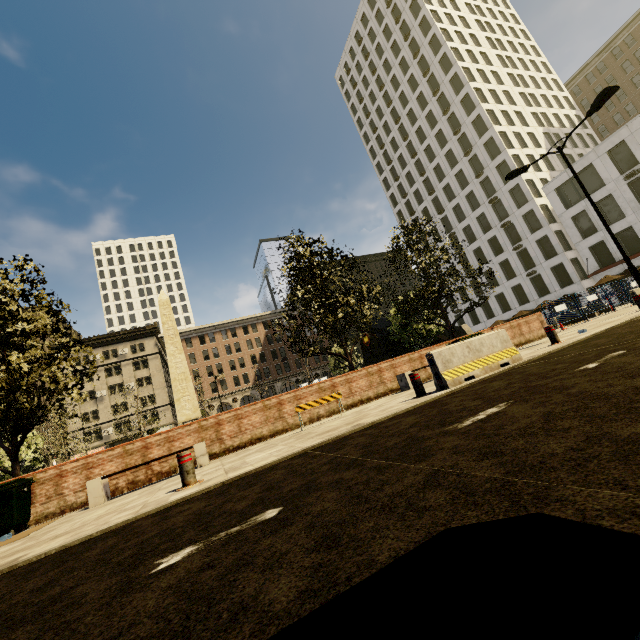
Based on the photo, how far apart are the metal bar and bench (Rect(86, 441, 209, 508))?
3.1m

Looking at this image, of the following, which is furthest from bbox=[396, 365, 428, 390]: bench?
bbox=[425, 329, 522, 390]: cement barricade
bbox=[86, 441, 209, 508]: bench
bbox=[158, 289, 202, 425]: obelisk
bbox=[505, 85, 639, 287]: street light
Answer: bbox=[158, 289, 202, 425]: obelisk

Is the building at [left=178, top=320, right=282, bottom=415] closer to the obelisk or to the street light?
the street light

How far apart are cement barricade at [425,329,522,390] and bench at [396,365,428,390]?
3.6 meters

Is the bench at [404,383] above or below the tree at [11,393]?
below

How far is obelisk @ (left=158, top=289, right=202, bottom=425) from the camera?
21.8 meters

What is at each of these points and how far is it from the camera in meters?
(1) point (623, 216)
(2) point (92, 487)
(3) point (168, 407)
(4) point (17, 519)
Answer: (1) building, 33.5 m
(2) bench, 7.5 m
(3) building, 53.0 m
(4) dumpster, 7.1 m

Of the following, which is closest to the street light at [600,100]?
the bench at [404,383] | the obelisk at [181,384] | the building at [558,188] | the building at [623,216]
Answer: the bench at [404,383]
